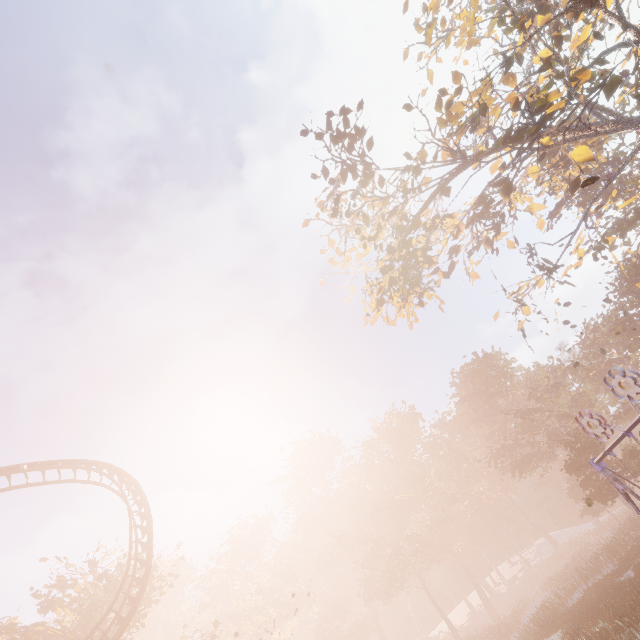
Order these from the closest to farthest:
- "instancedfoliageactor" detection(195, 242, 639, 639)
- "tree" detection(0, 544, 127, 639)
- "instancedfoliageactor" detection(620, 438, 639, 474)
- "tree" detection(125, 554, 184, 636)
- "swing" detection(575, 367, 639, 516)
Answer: "swing" detection(575, 367, 639, 516)
"tree" detection(0, 544, 127, 639)
"tree" detection(125, 554, 184, 636)
"instancedfoliageactor" detection(620, 438, 639, 474)
"instancedfoliageactor" detection(195, 242, 639, 639)

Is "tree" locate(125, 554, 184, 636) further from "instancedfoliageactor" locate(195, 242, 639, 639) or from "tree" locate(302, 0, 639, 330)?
"tree" locate(302, 0, 639, 330)

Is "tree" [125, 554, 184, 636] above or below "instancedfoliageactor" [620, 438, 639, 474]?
above

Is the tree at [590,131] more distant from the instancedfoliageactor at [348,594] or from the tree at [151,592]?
the tree at [151,592]

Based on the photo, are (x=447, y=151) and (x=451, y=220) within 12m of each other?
yes

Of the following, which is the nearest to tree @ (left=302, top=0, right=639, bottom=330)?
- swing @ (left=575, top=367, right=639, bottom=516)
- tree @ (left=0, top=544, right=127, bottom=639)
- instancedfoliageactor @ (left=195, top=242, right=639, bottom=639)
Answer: swing @ (left=575, top=367, right=639, bottom=516)

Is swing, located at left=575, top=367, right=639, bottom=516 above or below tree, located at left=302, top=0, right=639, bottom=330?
below

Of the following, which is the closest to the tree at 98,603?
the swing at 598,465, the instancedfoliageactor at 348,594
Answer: the instancedfoliageactor at 348,594
